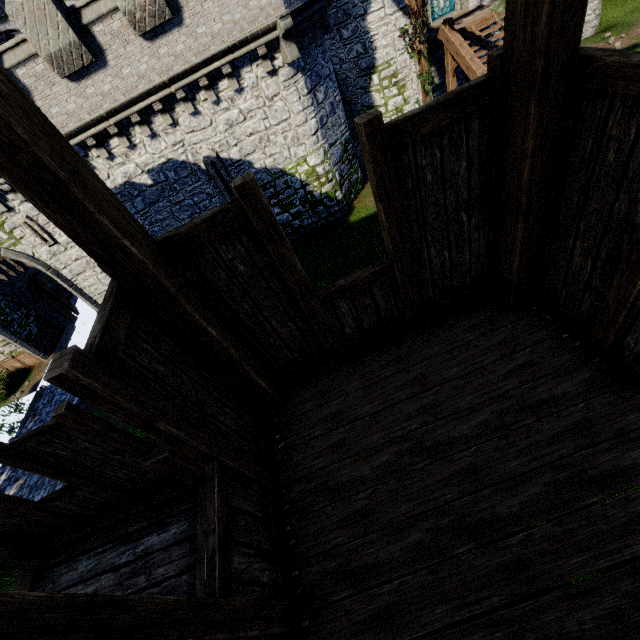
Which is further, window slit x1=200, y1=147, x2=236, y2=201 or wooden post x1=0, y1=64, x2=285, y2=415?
window slit x1=200, y1=147, x2=236, y2=201

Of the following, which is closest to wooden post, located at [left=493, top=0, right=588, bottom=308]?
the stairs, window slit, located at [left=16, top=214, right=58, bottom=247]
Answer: the stairs

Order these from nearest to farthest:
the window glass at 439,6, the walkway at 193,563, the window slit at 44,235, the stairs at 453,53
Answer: the walkway at 193,563
the stairs at 453,53
the window slit at 44,235
the window glass at 439,6

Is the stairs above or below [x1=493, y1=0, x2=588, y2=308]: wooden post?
below

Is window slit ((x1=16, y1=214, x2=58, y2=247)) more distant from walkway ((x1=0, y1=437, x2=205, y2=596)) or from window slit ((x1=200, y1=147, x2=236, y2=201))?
walkway ((x1=0, y1=437, x2=205, y2=596))

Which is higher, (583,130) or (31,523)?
(583,130)

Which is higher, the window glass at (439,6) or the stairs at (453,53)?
Answer: the window glass at (439,6)

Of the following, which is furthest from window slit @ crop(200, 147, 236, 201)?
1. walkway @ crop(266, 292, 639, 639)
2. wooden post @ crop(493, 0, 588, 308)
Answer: wooden post @ crop(493, 0, 588, 308)
